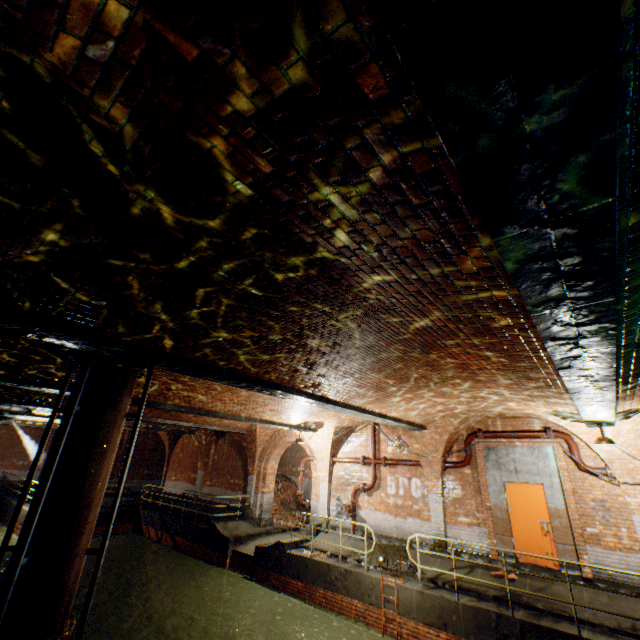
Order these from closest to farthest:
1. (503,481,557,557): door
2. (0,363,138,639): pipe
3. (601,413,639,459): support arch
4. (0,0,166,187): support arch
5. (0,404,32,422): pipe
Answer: (0,0,166,187): support arch, (0,363,138,639): pipe, (601,413,639,459): support arch, (503,481,557,557): door, (0,404,32,422): pipe

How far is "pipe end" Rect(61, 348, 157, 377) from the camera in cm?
585

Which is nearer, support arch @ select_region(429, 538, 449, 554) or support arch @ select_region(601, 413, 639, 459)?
support arch @ select_region(601, 413, 639, 459)

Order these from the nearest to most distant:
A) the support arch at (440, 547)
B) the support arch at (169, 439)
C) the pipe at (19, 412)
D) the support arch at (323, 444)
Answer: the support arch at (440, 547), the pipe at (19, 412), the support arch at (323, 444), the support arch at (169, 439)

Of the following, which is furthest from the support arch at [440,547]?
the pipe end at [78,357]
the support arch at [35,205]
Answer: the support arch at [35,205]

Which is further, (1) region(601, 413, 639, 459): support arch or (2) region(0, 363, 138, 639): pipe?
(1) region(601, 413, 639, 459): support arch

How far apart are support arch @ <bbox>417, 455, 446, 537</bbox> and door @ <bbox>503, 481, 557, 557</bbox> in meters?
1.8

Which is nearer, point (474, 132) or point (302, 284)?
point (474, 132)
